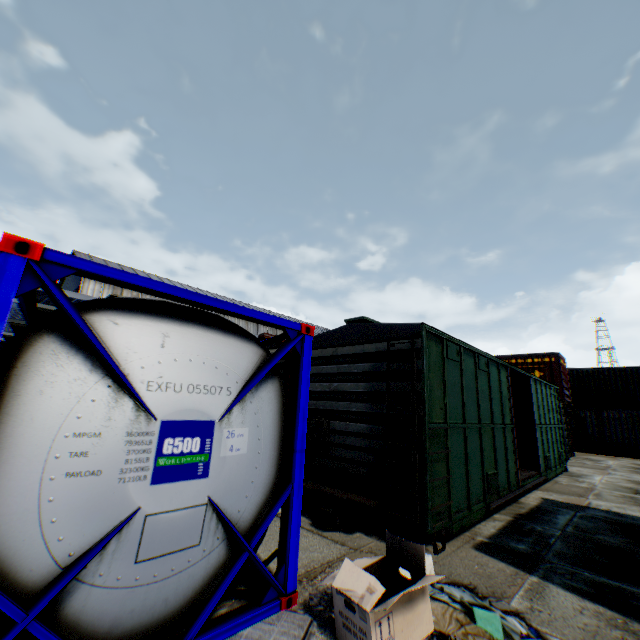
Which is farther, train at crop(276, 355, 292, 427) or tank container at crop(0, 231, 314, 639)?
train at crop(276, 355, 292, 427)

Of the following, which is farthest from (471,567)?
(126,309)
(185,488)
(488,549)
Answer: (126,309)

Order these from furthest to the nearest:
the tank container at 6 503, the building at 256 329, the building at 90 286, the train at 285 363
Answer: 1. the building at 256 329
2. the building at 90 286
3. the train at 285 363
4. the tank container at 6 503

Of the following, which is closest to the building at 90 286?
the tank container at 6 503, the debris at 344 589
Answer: the tank container at 6 503

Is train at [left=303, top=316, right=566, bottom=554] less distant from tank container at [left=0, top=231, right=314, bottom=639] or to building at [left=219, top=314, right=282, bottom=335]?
tank container at [left=0, top=231, right=314, bottom=639]

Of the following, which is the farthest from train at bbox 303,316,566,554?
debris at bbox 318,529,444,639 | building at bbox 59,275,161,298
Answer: building at bbox 59,275,161,298

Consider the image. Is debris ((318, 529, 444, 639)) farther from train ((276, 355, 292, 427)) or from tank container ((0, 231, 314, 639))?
train ((276, 355, 292, 427))

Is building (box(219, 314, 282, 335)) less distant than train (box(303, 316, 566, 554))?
No
